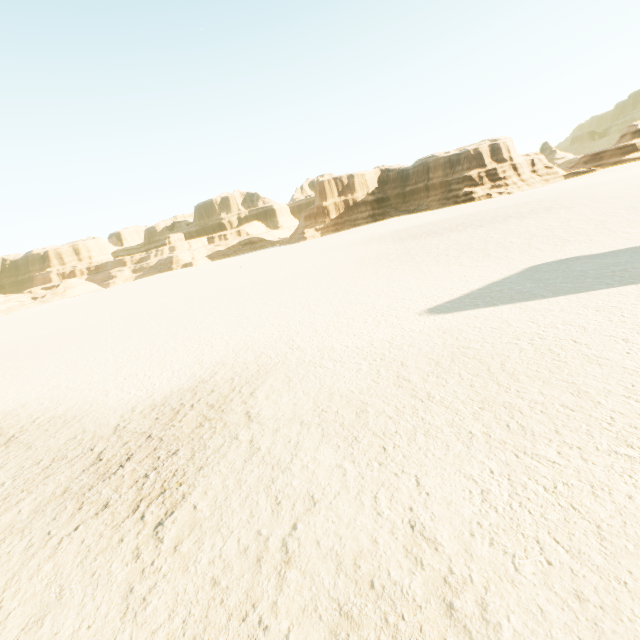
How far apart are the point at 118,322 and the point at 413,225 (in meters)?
44.85
